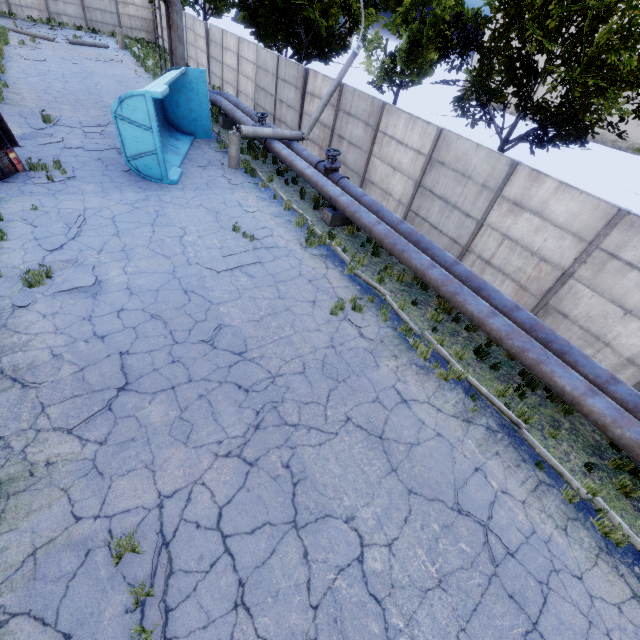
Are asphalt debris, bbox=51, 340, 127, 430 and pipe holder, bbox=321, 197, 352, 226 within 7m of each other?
no

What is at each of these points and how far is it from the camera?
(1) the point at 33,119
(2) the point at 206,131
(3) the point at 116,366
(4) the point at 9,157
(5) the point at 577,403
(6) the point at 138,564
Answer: (1) asphalt debris, 13.45m
(2) truck dump body, 15.72m
(3) asphalt debris, 5.93m
(4) truck, 9.56m
(5) pipe, 6.40m
(6) asphalt debris, 4.04m

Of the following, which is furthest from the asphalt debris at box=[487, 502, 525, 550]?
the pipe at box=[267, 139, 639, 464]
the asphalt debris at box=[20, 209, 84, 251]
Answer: the asphalt debris at box=[20, 209, 84, 251]

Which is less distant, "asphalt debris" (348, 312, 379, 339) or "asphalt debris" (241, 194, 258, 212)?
"asphalt debris" (348, 312, 379, 339)

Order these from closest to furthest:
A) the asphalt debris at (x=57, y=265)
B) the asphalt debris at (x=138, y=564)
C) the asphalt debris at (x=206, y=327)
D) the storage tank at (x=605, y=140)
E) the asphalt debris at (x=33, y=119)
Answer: the asphalt debris at (x=138, y=564) < the asphalt debris at (x=206, y=327) < the asphalt debris at (x=57, y=265) < the asphalt debris at (x=33, y=119) < the storage tank at (x=605, y=140)

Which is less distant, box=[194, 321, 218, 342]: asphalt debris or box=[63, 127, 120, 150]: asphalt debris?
box=[194, 321, 218, 342]: asphalt debris

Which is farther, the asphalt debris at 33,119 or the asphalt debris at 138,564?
the asphalt debris at 33,119

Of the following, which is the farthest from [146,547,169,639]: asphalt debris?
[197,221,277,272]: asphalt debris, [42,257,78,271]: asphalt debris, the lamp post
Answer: the lamp post
